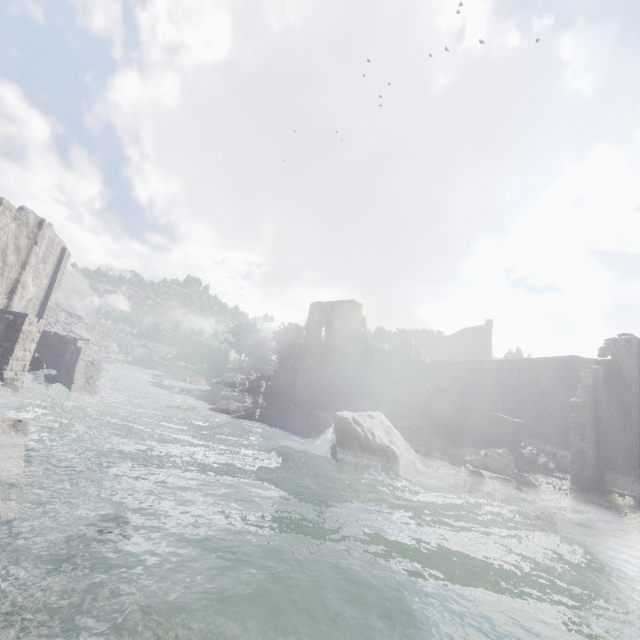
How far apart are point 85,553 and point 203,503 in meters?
4.6 m

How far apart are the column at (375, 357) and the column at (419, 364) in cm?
470

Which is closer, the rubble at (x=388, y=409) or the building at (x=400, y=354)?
the rubble at (x=388, y=409)

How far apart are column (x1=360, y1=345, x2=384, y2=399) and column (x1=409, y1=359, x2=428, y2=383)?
4.7 meters

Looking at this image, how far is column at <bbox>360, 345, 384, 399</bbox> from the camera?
33.7m

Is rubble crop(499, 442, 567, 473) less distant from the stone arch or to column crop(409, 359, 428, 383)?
the stone arch

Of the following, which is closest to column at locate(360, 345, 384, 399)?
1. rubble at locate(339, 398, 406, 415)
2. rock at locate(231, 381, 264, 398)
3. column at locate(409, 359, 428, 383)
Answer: rubble at locate(339, 398, 406, 415)

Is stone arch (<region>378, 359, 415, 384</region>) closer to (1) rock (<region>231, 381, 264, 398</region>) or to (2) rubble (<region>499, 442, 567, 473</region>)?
(2) rubble (<region>499, 442, 567, 473</region>)
